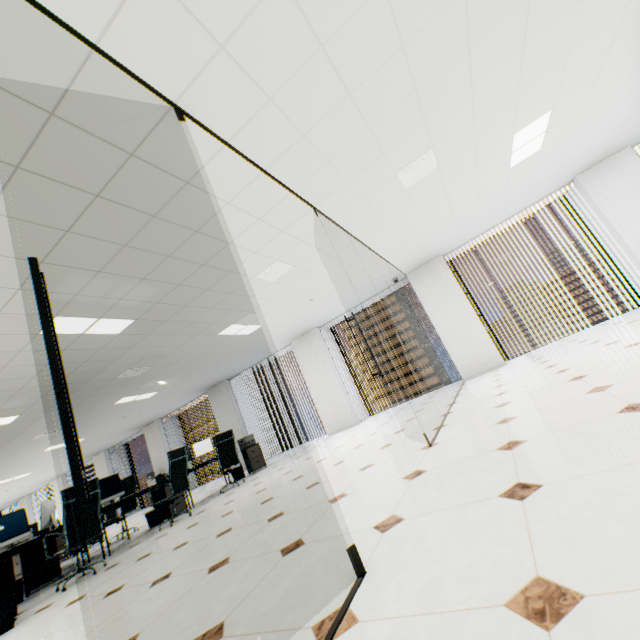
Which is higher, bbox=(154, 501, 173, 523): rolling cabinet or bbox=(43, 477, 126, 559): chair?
bbox=(43, 477, 126, 559): chair

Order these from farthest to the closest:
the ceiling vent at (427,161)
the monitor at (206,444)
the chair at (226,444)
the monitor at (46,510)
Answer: the monitor at (206,444)
the chair at (226,444)
the monitor at (46,510)
the ceiling vent at (427,161)

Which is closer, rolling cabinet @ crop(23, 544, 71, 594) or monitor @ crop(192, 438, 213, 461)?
rolling cabinet @ crop(23, 544, 71, 594)

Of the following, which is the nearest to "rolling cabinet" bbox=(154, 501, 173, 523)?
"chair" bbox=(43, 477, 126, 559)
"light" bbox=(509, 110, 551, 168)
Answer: "chair" bbox=(43, 477, 126, 559)

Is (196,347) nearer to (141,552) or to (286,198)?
(141,552)

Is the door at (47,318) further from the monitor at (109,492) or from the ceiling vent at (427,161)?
the monitor at (109,492)

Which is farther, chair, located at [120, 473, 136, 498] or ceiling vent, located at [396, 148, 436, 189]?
chair, located at [120, 473, 136, 498]

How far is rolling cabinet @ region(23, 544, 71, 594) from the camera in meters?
5.0 m
